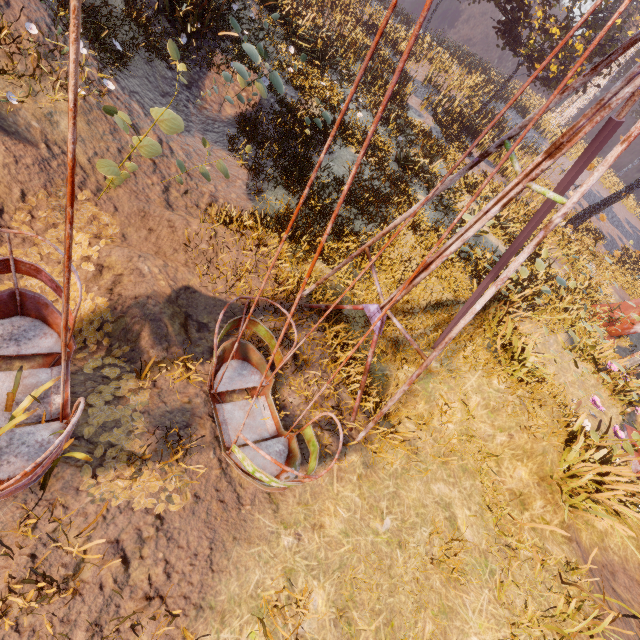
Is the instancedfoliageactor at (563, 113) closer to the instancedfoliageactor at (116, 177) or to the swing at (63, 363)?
the swing at (63, 363)

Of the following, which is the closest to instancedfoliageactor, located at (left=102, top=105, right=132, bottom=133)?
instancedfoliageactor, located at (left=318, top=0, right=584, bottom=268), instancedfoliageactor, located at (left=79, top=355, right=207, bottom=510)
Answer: instancedfoliageactor, located at (left=79, top=355, right=207, bottom=510)

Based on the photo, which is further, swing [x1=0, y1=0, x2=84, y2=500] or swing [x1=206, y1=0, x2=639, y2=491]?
swing [x1=206, y1=0, x2=639, y2=491]

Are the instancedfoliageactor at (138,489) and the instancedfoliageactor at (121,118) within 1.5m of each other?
no

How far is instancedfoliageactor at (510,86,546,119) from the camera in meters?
34.5

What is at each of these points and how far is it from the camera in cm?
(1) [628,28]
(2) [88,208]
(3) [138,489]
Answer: (1) instancedfoliageactor, 4581
(2) instancedfoliageactor, 584
(3) instancedfoliageactor, 367

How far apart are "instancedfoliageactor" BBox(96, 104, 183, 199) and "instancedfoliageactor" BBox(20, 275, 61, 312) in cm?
160

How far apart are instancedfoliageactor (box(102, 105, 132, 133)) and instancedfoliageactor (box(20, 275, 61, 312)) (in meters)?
2.00
